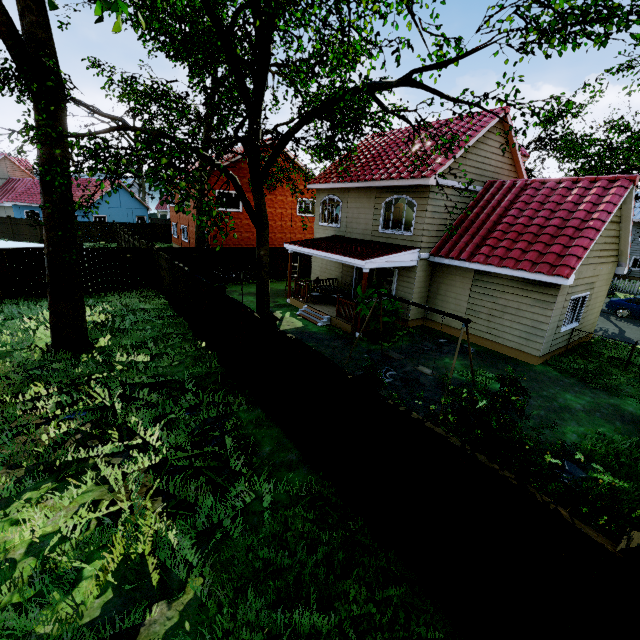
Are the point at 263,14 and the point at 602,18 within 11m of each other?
yes

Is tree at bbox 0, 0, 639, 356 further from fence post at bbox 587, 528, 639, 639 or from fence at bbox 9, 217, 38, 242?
fence post at bbox 587, 528, 639, 639

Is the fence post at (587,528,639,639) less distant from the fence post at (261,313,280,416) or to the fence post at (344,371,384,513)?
the fence post at (344,371,384,513)

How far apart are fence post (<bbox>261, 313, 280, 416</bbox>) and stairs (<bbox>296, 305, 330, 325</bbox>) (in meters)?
6.83

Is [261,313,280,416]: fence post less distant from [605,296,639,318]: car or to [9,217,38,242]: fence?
[9,217,38,242]: fence

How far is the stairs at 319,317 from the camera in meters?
14.4 m

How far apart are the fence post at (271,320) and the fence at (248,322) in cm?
2

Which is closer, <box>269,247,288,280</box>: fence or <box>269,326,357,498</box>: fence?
<box>269,326,357,498</box>: fence
